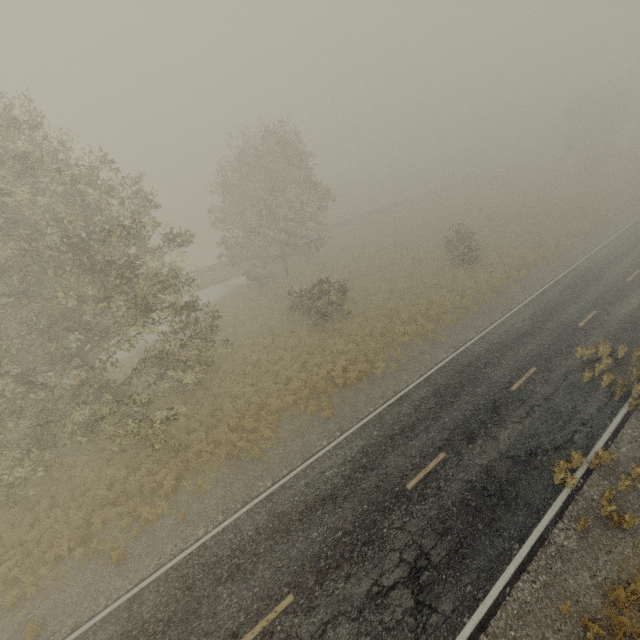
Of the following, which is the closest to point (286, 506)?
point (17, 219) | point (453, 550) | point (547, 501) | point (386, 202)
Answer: point (453, 550)
